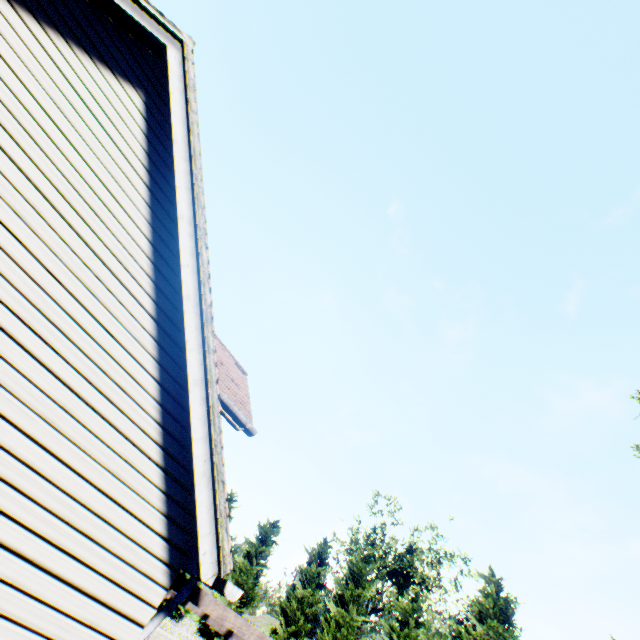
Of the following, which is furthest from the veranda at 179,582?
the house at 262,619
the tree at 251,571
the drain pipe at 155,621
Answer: the house at 262,619

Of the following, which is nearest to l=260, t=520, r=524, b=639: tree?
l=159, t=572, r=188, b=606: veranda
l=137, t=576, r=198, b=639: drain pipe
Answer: l=159, t=572, r=188, b=606: veranda

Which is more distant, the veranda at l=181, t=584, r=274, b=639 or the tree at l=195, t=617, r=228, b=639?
the tree at l=195, t=617, r=228, b=639

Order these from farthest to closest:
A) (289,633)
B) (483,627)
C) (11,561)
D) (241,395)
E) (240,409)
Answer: (289,633)
(483,627)
(241,395)
(240,409)
(11,561)

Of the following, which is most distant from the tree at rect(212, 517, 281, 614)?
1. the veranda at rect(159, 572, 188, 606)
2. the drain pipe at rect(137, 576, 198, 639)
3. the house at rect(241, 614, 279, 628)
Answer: the drain pipe at rect(137, 576, 198, 639)

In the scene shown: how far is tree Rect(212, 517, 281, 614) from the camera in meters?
30.9

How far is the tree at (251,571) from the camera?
30.94m

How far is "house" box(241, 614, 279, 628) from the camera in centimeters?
5131cm
